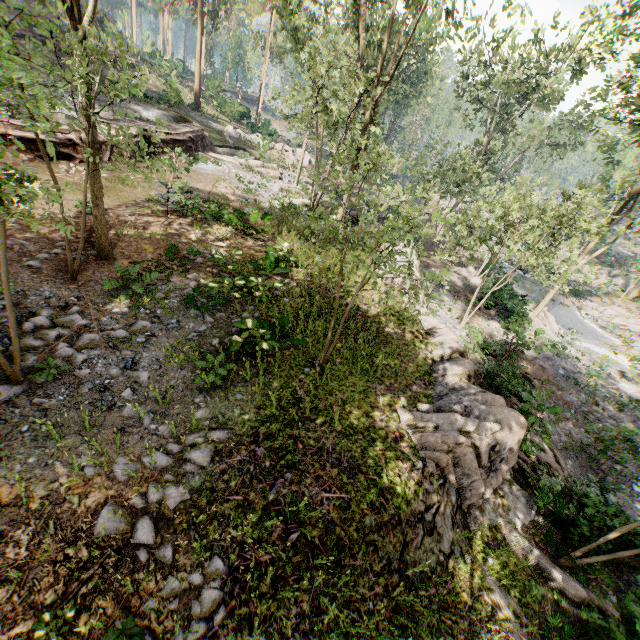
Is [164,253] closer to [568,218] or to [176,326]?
[176,326]

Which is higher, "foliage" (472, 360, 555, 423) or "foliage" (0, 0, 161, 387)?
"foliage" (0, 0, 161, 387)

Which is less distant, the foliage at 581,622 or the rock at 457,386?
the foliage at 581,622

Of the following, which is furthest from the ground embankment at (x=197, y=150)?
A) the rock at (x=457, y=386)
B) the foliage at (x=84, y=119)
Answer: the rock at (x=457, y=386)

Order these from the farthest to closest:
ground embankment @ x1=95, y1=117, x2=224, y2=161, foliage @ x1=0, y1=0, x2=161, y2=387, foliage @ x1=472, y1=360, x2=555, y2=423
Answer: ground embankment @ x1=95, y1=117, x2=224, y2=161 < foliage @ x1=472, y1=360, x2=555, y2=423 < foliage @ x1=0, y1=0, x2=161, y2=387

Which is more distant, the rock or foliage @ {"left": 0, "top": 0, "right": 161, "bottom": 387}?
the rock

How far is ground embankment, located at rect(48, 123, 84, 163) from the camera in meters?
15.1 m
